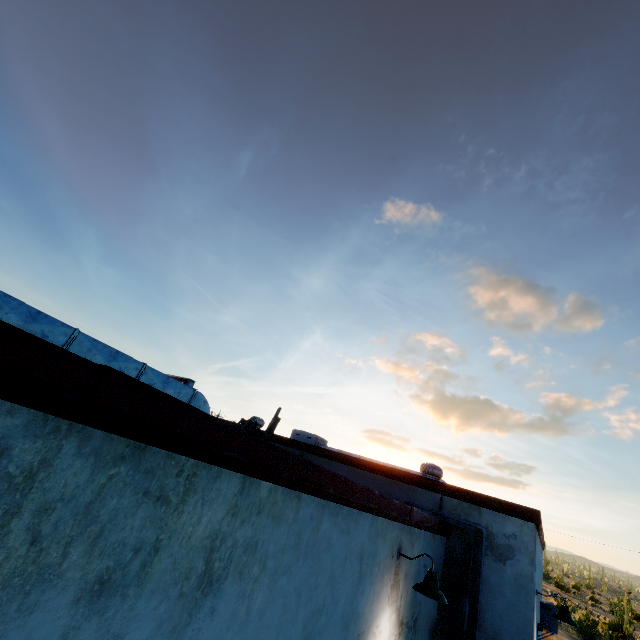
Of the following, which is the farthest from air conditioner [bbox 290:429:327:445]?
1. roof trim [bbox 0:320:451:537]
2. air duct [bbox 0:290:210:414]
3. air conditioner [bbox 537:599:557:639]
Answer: air duct [bbox 0:290:210:414]

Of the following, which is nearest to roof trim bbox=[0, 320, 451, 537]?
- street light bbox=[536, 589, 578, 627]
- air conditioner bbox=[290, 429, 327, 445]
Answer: street light bbox=[536, 589, 578, 627]

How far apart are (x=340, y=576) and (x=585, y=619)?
40.6m

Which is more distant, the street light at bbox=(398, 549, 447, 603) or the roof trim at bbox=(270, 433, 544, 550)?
the roof trim at bbox=(270, 433, 544, 550)

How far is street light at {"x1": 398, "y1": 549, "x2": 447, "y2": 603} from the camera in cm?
422

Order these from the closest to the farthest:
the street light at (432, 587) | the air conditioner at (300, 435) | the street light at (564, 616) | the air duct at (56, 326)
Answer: the air duct at (56, 326) < the street light at (432, 587) < the street light at (564, 616) < the air conditioner at (300, 435)

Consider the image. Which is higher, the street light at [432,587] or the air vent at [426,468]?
the air vent at [426,468]

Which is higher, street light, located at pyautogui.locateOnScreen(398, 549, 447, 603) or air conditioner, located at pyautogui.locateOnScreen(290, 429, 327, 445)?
air conditioner, located at pyautogui.locateOnScreen(290, 429, 327, 445)
